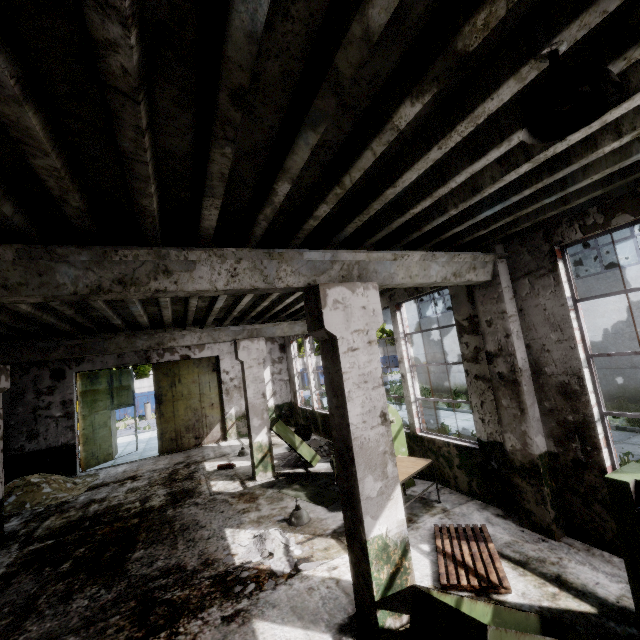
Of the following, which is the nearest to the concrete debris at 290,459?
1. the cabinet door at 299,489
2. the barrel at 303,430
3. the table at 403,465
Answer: the barrel at 303,430

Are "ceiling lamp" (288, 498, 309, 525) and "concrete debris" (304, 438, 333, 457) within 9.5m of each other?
yes

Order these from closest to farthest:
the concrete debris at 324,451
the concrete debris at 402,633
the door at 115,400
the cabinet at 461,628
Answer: the cabinet at 461,628 < the concrete debris at 402,633 < the concrete debris at 324,451 < the door at 115,400

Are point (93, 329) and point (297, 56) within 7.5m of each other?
no

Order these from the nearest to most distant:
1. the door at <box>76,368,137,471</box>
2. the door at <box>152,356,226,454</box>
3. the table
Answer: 1. the table
2. the door at <box>76,368,137,471</box>
3. the door at <box>152,356,226,454</box>

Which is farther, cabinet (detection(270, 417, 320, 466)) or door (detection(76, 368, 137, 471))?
door (detection(76, 368, 137, 471))

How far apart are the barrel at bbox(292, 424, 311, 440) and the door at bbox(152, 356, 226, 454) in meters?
4.2

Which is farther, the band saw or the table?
the band saw
